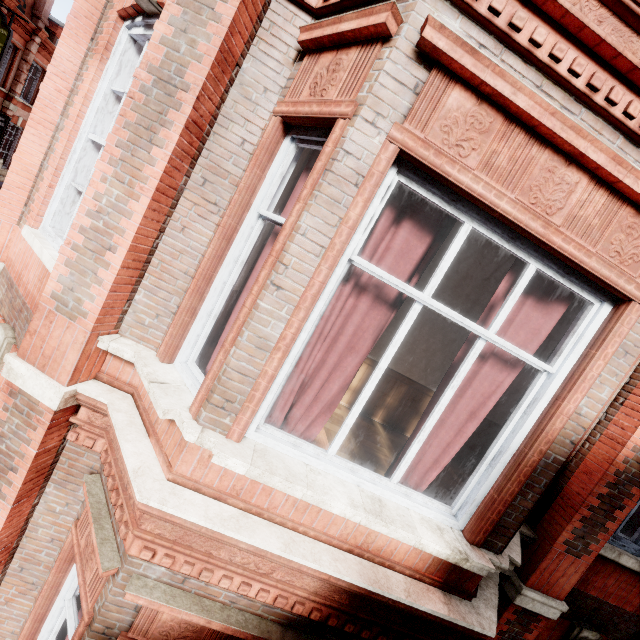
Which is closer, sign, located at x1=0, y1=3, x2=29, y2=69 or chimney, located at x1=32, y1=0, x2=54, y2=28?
sign, located at x1=0, y1=3, x2=29, y2=69

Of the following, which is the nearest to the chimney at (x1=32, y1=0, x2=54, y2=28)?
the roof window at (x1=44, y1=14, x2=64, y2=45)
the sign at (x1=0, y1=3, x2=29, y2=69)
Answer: the roof window at (x1=44, y1=14, x2=64, y2=45)

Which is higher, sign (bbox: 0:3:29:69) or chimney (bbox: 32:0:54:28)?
chimney (bbox: 32:0:54:28)

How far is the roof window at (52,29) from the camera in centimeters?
1939cm

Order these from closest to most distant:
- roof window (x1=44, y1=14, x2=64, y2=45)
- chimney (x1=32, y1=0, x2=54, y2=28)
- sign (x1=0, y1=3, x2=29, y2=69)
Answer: sign (x1=0, y1=3, x2=29, y2=69), chimney (x1=32, y1=0, x2=54, y2=28), roof window (x1=44, y1=14, x2=64, y2=45)

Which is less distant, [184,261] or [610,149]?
[610,149]

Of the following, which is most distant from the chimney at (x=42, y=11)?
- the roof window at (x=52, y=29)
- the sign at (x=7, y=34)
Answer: the sign at (x=7, y=34)

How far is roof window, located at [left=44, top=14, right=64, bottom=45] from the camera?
19.39m
